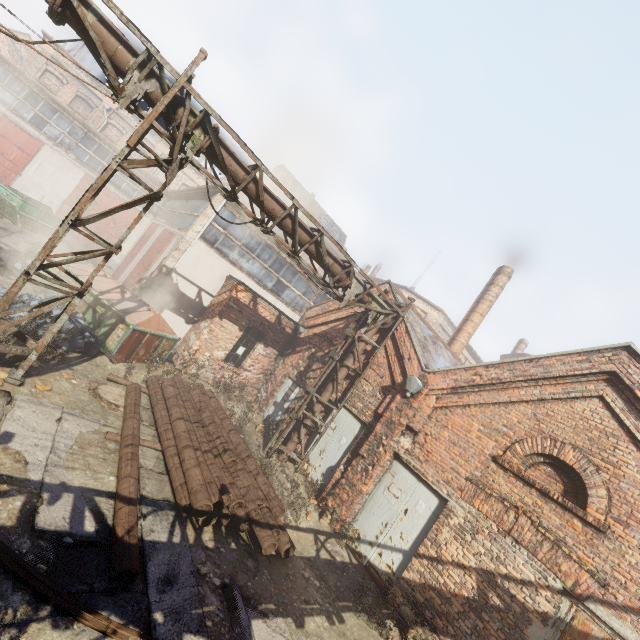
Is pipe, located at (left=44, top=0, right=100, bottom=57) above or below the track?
above

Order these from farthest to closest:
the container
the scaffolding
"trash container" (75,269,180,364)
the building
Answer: the building → the container → "trash container" (75,269,180,364) → the scaffolding

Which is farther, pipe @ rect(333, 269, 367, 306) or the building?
the building

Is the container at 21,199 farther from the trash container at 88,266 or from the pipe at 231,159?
the pipe at 231,159

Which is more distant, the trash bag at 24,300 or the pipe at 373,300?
the pipe at 373,300

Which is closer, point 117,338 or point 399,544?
point 399,544

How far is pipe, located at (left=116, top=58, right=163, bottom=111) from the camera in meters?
5.6
